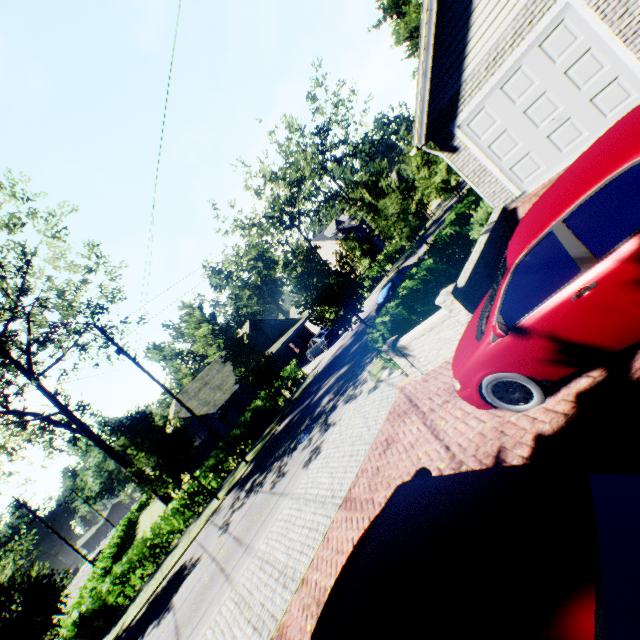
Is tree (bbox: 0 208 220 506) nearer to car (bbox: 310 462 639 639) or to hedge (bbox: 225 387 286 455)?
car (bbox: 310 462 639 639)

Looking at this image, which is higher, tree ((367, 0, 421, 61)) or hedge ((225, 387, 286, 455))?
tree ((367, 0, 421, 61))

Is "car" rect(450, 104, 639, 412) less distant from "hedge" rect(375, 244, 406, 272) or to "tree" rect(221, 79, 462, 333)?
"tree" rect(221, 79, 462, 333)

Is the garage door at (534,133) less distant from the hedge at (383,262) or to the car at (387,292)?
the car at (387,292)

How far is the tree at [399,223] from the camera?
13.8 meters

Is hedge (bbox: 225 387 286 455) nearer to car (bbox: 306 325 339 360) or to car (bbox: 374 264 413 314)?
car (bbox: 306 325 339 360)

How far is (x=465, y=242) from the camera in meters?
14.2 m

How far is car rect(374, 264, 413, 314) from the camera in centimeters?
1656cm
